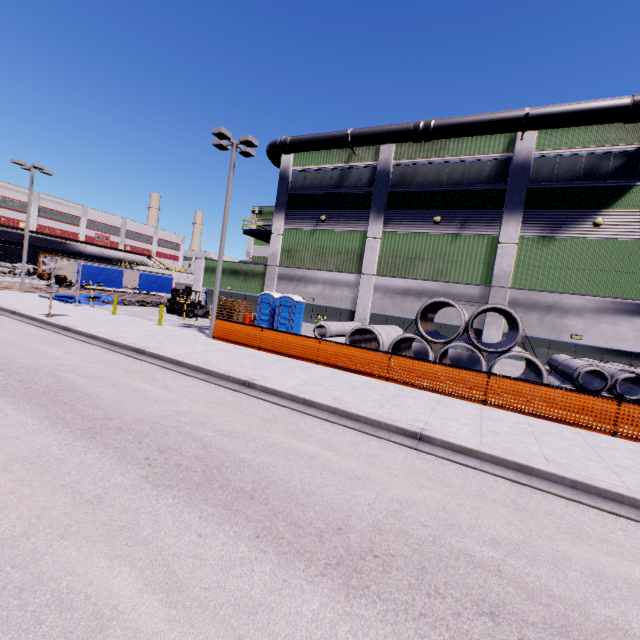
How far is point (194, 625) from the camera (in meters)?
2.74

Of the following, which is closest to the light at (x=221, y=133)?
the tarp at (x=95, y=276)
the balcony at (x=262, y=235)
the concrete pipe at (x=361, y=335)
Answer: the concrete pipe at (x=361, y=335)

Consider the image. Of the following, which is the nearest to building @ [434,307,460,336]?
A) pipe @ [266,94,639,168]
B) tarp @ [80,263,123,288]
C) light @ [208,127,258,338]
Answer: pipe @ [266,94,639,168]

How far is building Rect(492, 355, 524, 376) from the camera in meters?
18.1 m

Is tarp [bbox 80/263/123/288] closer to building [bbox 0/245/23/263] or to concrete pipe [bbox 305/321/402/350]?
building [bbox 0/245/23/263]

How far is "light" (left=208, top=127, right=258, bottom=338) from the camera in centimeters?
1509cm

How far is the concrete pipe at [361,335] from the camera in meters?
16.2

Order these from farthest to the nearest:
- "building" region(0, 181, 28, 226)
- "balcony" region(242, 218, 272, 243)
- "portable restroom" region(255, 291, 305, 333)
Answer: "building" region(0, 181, 28, 226) → "balcony" region(242, 218, 272, 243) → "portable restroom" region(255, 291, 305, 333)
